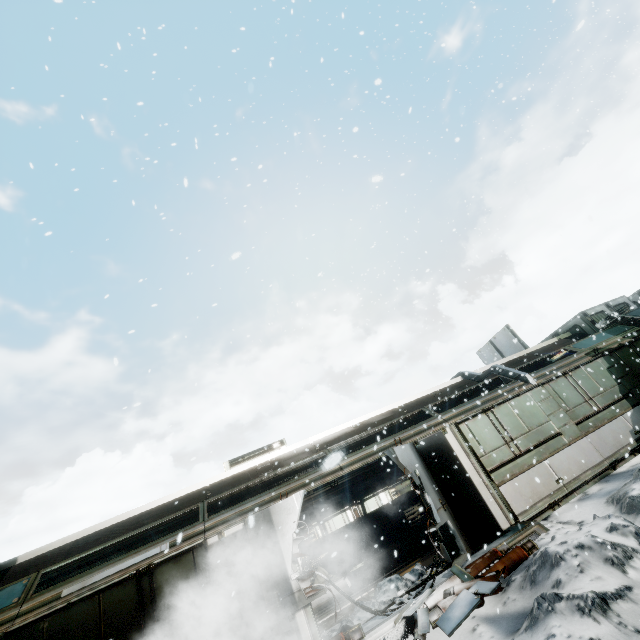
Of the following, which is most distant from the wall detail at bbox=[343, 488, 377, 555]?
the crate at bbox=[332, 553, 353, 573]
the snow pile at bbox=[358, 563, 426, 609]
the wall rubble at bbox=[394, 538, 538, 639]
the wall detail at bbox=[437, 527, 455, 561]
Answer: the wall rubble at bbox=[394, 538, 538, 639]

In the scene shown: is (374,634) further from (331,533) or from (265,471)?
(331,533)

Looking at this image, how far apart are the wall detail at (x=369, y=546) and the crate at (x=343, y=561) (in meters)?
0.89

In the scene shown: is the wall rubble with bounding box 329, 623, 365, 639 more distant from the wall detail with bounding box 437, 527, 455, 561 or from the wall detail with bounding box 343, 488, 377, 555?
the wall detail with bounding box 343, 488, 377, 555

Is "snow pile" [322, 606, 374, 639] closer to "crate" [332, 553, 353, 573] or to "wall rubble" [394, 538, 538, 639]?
"wall rubble" [394, 538, 538, 639]

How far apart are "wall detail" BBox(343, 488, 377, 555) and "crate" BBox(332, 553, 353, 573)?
0.9 meters

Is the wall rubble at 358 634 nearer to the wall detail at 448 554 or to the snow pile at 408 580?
the snow pile at 408 580

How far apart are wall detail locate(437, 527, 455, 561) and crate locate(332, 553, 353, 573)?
6.6 meters
